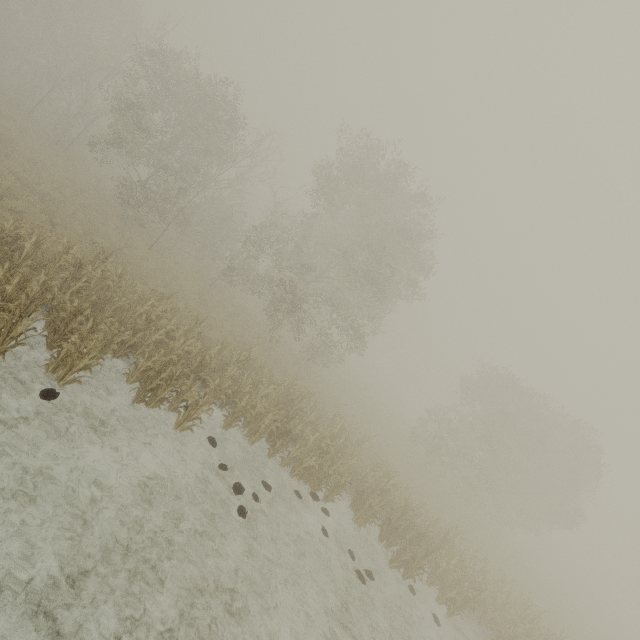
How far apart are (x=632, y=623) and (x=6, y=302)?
82.82m
